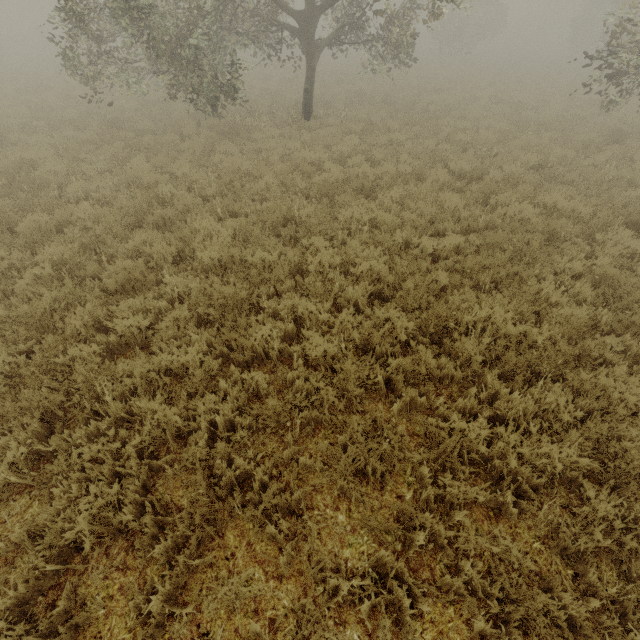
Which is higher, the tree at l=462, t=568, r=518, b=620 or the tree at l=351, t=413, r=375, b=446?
the tree at l=351, t=413, r=375, b=446

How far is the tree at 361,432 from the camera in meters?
3.3 m

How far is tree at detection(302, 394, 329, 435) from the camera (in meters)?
3.69

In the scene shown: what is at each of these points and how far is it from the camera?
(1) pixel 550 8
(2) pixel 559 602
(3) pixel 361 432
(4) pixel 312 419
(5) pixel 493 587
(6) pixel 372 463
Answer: (1) tree, 57.5 meters
(2) tree, 2.6 meters
(3) tree, 3.5 meters
(4) tree, 3.8 meters
(5) tree, 2.6 meters
(6) tree, 3.3 meters

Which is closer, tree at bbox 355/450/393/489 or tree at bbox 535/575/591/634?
tree at bbox 535/575/591/634

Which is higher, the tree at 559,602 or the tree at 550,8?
the tree at 550,8

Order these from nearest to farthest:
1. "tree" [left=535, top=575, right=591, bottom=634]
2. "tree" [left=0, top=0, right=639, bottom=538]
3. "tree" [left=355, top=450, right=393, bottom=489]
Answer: "tree" [left=535, top=575, right=591, bottom=634] → "tree" [left=355, top=450, right=393, bottom=489] → "tree" [left=0, top=0, right=639, bottom=538]
